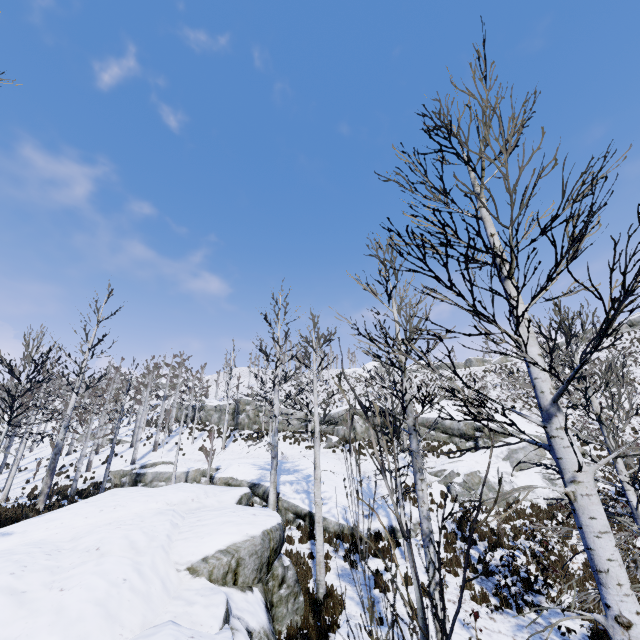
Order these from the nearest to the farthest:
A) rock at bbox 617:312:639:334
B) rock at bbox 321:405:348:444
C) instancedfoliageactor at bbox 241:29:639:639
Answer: instancedfoliageactor at bbox 241:29:639:639
rock at bbox 321:405:348:444
rock at bbox 617:312:639:334

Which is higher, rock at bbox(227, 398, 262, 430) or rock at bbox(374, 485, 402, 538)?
rock at bbox(227, 398, 262, 430)

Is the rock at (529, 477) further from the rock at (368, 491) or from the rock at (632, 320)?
the rock at (632, 320)

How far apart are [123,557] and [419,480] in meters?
5.7

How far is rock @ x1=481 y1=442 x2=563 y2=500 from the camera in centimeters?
1697cm

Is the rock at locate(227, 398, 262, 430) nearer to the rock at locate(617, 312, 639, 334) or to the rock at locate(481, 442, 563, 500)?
the rock at locate(481, 442, 563, 500)

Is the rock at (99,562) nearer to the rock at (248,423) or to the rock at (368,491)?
the rock at (368,491)
